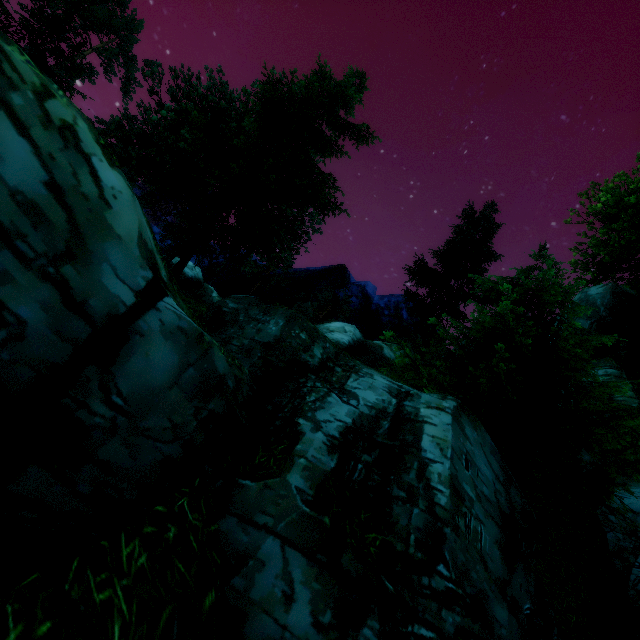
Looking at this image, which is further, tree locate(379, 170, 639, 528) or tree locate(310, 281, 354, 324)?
tree locate(310, 281, 354, 324)

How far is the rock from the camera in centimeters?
2709cm

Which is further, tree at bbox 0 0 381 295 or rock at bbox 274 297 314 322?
rock at bbox 274 297 314 322

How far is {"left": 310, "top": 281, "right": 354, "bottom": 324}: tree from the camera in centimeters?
Answer: 4398cm

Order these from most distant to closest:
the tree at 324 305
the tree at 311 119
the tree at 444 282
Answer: the tree at 324 305 < the tree at 311 119 < the tree at 444 282

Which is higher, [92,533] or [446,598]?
[446,598]

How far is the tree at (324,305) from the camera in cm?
4398

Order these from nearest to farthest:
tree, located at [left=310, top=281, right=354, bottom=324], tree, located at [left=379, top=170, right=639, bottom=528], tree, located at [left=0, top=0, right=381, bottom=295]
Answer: tree, located at [left=379, top=170, right=639, bottom=528] → tree, located at [left=0, top=0, right=381, bottom=295] → tree, located at [left=310, top=281, right=354, bottom=324]
